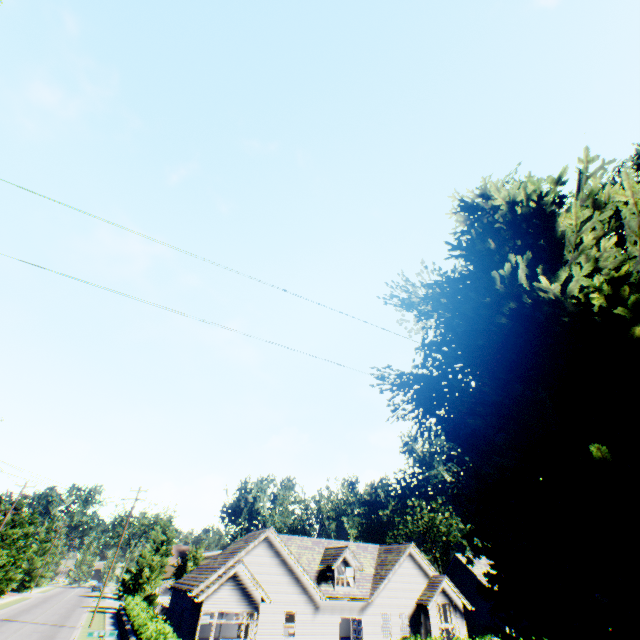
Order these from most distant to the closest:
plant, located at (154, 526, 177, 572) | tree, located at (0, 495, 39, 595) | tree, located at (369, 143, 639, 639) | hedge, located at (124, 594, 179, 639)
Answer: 1. plant, located at (154, 526, 177, 572)
2. tree, located at (0, 495, 39, 595)
3. hedge, located at (124, 594, 179, 639)
4. tree, located at (369, 143, 639, 639)

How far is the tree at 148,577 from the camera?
41.97m

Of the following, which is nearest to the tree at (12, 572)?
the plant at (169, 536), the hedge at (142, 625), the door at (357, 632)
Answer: the plant at (169, 536)

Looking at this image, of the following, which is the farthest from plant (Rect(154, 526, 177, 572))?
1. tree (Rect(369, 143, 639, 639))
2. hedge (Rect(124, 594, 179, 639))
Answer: hedge (Rect(124, 594, 179, 639))

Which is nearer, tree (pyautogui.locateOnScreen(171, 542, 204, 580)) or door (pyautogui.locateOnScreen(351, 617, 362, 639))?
door (pyautogui.locateOnScreen(351, 617, 362, 639))

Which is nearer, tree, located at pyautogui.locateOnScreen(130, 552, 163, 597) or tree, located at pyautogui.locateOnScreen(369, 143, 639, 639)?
tree, located at pyautogui.locateOnScreen(369, 143, 639, 639)

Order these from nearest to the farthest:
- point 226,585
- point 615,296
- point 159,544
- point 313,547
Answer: point 615,296, point 226,585, point 313,547, point 159,544

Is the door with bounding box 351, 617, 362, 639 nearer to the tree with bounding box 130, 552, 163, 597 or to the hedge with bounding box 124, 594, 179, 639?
the hedge with bounding box 124, 594, 179, 639
